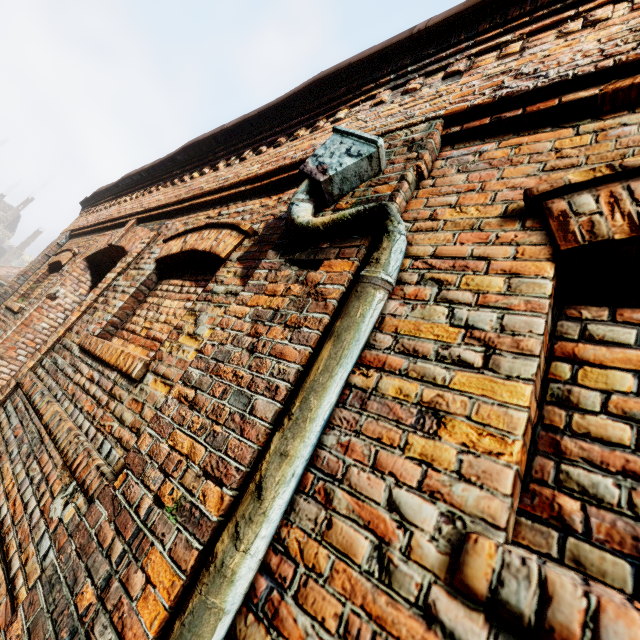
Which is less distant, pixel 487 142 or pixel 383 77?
pixel 487 142
